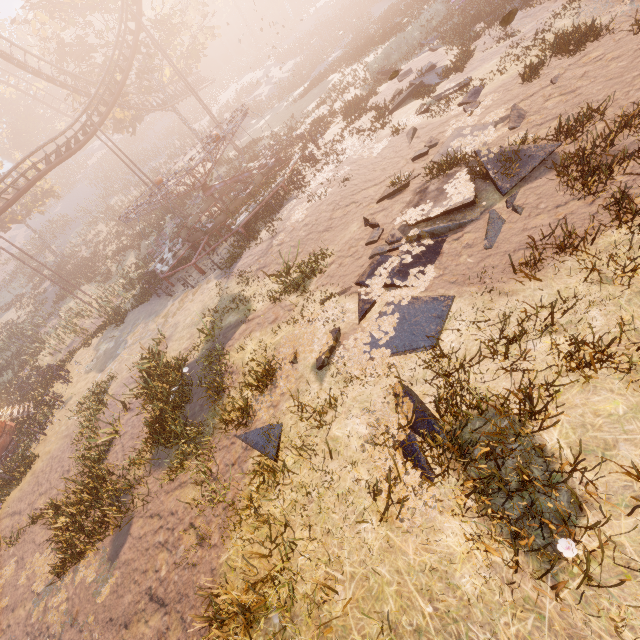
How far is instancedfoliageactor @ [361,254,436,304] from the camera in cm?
737

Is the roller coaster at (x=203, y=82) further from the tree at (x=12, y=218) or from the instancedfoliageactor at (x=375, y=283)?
the instancedfoliageactor at (x=375, y=283)

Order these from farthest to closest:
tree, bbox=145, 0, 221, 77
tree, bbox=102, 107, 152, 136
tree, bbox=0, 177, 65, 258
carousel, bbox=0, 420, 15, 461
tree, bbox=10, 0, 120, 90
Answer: tree, bbox=0, 177, 65, 258 < tree, bbox=102, 107, 152, 136 < tree, bbox=145, 0, 221, 77 < tree, bbox=10, 0, 120, 90 < carousel, bbox=0, 420, 15, 461

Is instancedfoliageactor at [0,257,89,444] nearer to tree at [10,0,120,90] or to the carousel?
the carousel

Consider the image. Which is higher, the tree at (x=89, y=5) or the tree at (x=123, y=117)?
the tree at (x=89, y=5)

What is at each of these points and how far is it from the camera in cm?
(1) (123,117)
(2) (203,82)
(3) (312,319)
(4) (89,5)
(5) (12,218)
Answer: (1) tree, 3189
(2) roller coaster, 4178
(3) instancedfoliageactor, 836
(4) tree, 2697
(5) tree, 3400

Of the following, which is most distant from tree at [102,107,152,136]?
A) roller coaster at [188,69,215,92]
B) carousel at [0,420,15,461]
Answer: carousel at [0,420,15,461]

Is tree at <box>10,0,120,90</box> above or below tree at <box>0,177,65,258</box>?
above
